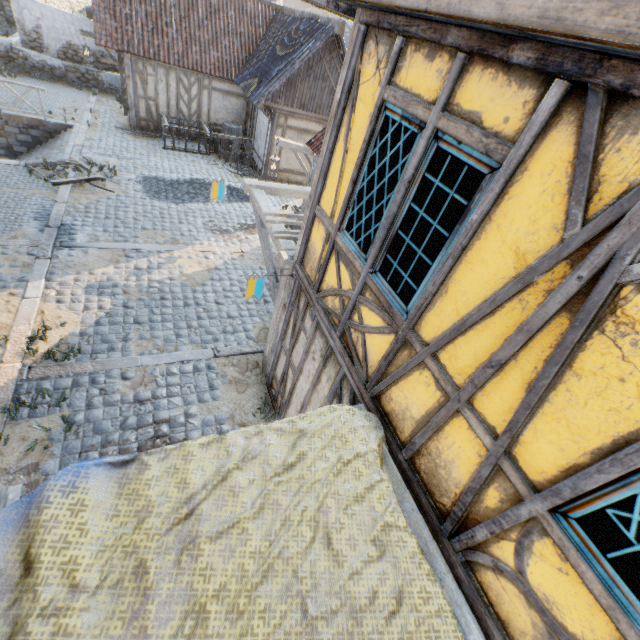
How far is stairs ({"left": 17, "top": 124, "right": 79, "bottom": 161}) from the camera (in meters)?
11.84

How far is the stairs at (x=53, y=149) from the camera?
11.8 meters

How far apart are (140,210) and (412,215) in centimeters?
1038cm

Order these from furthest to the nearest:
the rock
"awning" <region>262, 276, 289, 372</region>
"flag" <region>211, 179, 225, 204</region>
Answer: the rock → "flag" <region>211, 179, 225, 204</region> → "awning" <region>262, 276, 289, 372</region>

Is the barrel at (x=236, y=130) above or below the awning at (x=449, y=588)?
below

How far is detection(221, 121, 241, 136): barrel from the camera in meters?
15.4 m

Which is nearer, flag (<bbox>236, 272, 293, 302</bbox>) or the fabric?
the fabric

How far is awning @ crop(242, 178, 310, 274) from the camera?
5.3m
